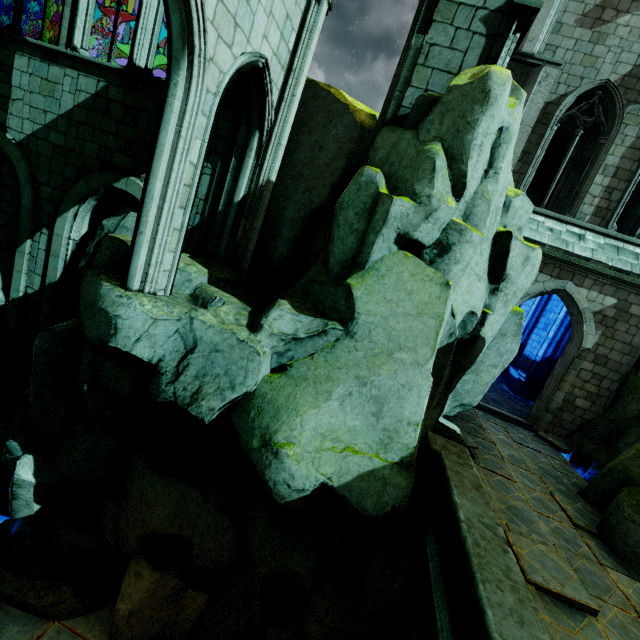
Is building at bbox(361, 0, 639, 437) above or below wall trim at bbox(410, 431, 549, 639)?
above

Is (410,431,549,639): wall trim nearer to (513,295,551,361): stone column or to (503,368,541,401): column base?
(513,295,551,361): stone column

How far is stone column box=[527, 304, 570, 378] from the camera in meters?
14.9 m

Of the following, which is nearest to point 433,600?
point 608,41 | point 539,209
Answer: point 539,209

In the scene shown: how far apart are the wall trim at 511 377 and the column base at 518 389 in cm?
2

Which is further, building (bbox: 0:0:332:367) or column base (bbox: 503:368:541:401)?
column base (bbox: 503:368:541:401)

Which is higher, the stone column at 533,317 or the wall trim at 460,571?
the stone column at 533,317

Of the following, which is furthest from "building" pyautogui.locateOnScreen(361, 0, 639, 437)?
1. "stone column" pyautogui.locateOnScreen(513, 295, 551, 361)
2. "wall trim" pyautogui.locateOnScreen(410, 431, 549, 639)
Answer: "wall trim" pyautogui.locateOnScreen(410, 431, 549, 639)
